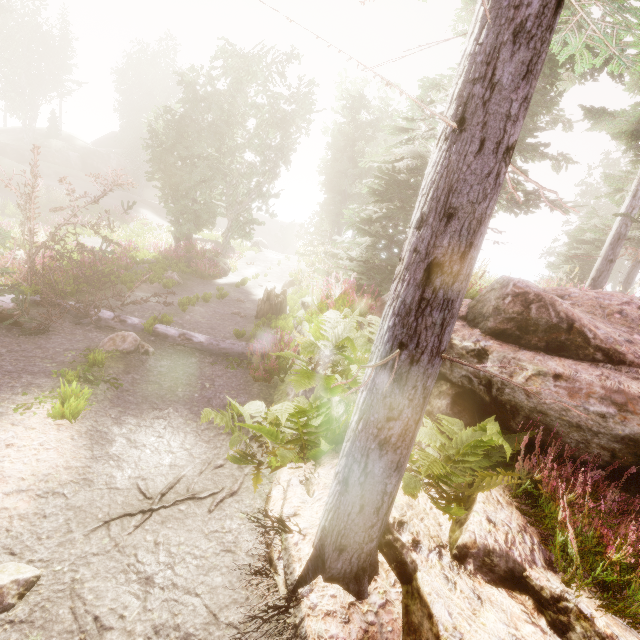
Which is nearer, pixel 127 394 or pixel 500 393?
pixel 500 393

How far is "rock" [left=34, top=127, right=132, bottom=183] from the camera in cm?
3341

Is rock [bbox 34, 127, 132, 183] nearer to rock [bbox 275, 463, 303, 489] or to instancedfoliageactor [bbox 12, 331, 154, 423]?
instancedfoliageactor [bbox 12, 331, 154, 423]

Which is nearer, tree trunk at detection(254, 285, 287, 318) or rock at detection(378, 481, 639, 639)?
rock at detection(378, 481, 639, 639)

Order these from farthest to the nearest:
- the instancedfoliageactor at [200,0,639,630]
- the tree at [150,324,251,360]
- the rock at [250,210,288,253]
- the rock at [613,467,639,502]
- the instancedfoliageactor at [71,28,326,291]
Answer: the rock at [250,210,288,253] < the instancedfoliageactor at [71,28,326,291] < the tree at [150,324,251,360] < the rock at [613,467,639,502] < the instancedfoliageactor at [200,0,639,630]

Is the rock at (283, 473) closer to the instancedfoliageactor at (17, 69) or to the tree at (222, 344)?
the instancedfoliageactor at (17, 69)

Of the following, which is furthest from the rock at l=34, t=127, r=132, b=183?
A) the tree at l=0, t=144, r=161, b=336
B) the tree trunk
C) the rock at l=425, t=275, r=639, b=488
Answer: the rock at l=425, t=275, r=639, b=488

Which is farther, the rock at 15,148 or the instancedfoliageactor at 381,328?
the rock at 15,148
